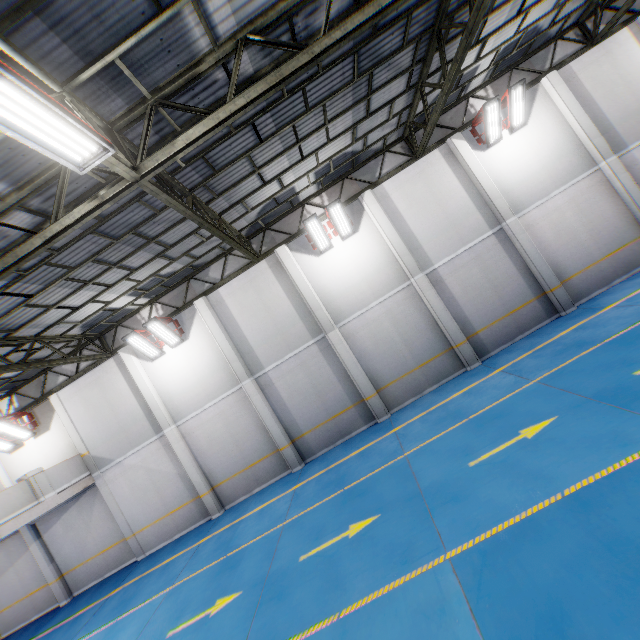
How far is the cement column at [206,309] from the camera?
12.79m

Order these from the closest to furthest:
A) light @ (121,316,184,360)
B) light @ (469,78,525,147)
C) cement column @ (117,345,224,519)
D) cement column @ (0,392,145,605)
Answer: light @ (469,78,525,147), light @ (121,316,184,360), cement column @ (117,345,224,519), cement column @ (0,392,145,605)

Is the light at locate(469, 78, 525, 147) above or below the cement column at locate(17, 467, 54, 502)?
above

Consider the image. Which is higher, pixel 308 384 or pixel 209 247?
pixel 209 247

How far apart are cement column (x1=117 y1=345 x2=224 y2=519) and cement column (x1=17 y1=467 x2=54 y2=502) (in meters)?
4.03

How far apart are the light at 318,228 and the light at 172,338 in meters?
6.4 m

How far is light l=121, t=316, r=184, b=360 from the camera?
12.4 meters

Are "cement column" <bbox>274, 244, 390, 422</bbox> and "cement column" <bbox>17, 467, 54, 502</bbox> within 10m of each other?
no
